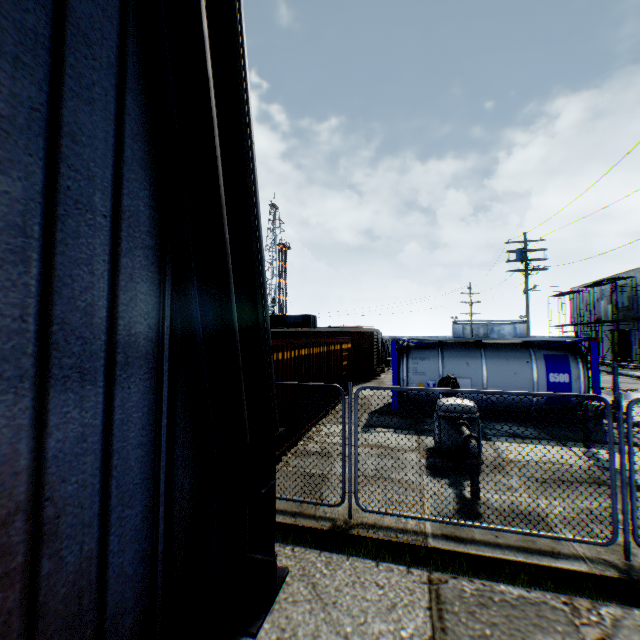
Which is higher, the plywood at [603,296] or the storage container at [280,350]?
the plywood at [603,296]

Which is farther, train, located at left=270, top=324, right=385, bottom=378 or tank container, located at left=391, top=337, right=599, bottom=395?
train, located at left=270, top=324, right=385, bottom=378

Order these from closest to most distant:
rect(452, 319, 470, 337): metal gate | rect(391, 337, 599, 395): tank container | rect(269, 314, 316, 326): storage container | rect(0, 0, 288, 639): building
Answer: rect(0, 0, 288, 639): building, rect(391, 337, 599, 395): tank container, rect(269, 314, 316, 326): storage container, rect(452, 319, 470, 337): metal gate

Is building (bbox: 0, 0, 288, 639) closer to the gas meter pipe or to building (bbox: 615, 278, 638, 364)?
the gas meter pipe

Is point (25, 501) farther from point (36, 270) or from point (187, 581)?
point (187, 581)

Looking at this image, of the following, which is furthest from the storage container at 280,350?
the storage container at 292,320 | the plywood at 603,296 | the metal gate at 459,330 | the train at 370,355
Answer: the metal gate at 459,330

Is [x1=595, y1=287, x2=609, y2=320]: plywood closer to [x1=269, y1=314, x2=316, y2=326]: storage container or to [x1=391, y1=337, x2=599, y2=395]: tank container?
[x1=391, y1=337, x2=599, y2=395]: tank container

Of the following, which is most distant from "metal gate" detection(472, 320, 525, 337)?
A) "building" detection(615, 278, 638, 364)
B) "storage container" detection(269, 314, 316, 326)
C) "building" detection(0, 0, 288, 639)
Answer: "building" detection(0, 0, 288, 639)
